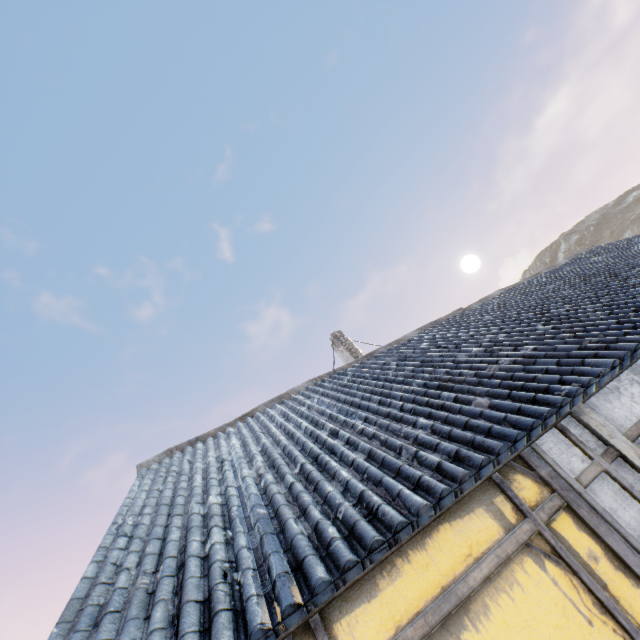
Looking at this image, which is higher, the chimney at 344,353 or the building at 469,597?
the chimney at 344,353

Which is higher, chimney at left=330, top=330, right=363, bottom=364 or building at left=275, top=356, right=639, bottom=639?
chimney at left=330, top=330, right=363, bottom=364

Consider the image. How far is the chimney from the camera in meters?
11.1

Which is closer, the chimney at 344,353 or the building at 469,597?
the building at 469,597

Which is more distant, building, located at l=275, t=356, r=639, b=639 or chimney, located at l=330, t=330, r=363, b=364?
chimney, located at l=330, t=330, r=363, b=364

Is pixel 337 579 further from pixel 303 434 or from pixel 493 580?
pixel 303 434
